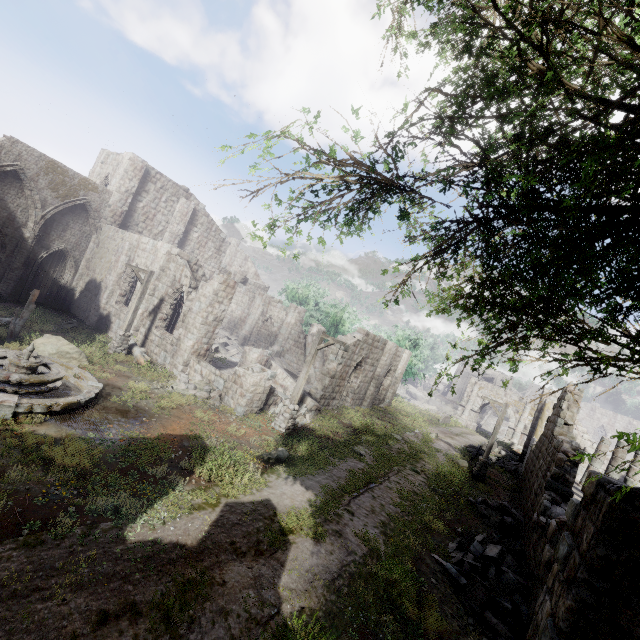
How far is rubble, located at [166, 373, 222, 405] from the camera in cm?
1418

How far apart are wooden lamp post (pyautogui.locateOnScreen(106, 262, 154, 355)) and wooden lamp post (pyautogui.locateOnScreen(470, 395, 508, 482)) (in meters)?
20.55

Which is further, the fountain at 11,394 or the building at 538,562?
the fountain at 11,394

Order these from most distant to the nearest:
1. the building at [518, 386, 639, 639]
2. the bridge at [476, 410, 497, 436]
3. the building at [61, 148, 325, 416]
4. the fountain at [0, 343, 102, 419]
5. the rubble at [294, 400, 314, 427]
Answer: the bridge at [476, 410, 497, 436], the building at [61, 148, 325, 416], the rubble at [294, 400, 314, 427], the fountain at [0, 343, 102, 419], the building at [518, 386, 639, 639]

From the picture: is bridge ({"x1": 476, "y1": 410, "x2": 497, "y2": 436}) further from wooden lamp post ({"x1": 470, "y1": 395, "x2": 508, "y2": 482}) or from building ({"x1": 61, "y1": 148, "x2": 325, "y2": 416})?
wooden lamp post ({"x1": 470, "y1": 395, "x2": 508, "y2": 482})

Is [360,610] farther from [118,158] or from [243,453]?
[118,158]

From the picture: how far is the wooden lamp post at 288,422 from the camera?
14.07m

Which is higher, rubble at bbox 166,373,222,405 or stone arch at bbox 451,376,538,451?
stone arch at bbox 451,376,538,451
